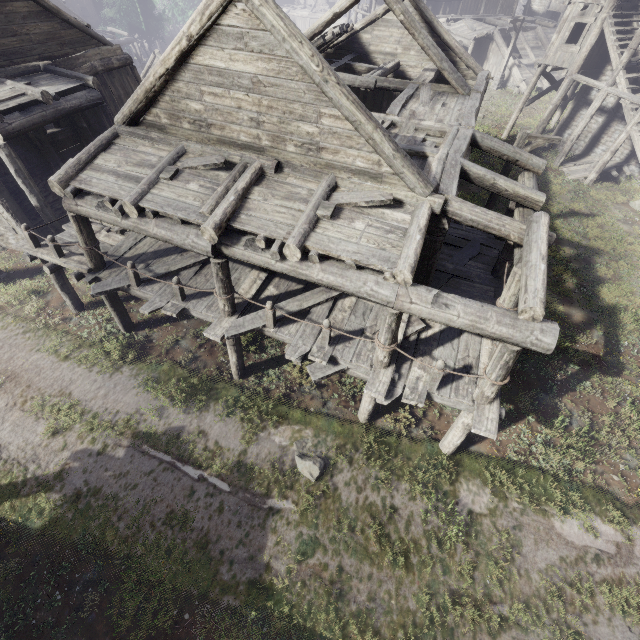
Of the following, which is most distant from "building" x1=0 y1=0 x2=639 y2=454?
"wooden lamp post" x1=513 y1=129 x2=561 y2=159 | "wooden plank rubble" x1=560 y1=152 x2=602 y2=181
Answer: "wooden lamp post" x1=513 y1=129 x2=561 y2=159

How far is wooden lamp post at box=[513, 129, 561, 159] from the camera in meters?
12.3

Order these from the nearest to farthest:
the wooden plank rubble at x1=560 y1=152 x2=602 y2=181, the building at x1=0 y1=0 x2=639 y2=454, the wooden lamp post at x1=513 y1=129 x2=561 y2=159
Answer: the building at x1=0 y1=0 x2=639 y2=454 < the wooden lamp post at x1=513 y1=129 x2=561 y2=159 < the wooden plank rubble at x1=560 y1=152 x2=602 y2=181

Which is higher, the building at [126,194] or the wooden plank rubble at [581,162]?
the building at [126,194]

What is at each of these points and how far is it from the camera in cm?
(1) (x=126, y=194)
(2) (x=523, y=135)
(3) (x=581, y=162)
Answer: (1) building, 757
(2) wooden lamp post, 1239
(3) wooden plank rubble, 2062

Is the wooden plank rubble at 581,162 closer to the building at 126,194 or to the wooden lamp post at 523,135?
the building at 126,194

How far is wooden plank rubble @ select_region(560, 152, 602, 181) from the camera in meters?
19.9 m

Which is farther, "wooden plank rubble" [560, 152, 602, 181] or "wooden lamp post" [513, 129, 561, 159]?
"wooden plank rubble" [560, 152, 602, 181]
